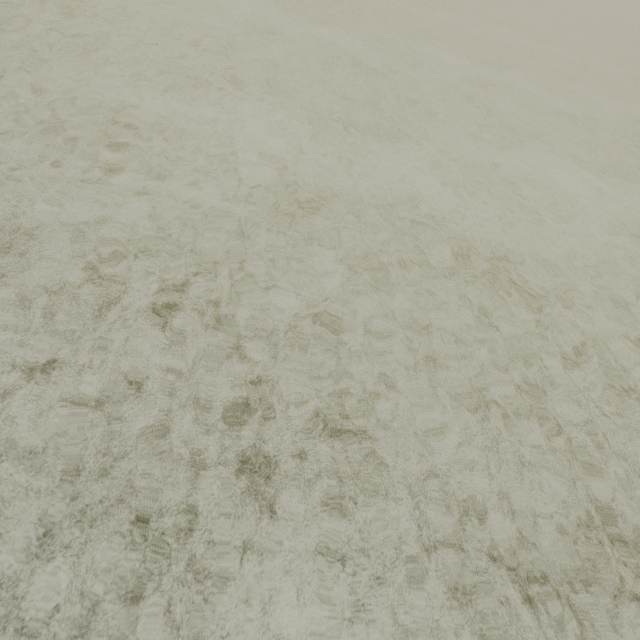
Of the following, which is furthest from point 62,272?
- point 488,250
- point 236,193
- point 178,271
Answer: point 488,250
